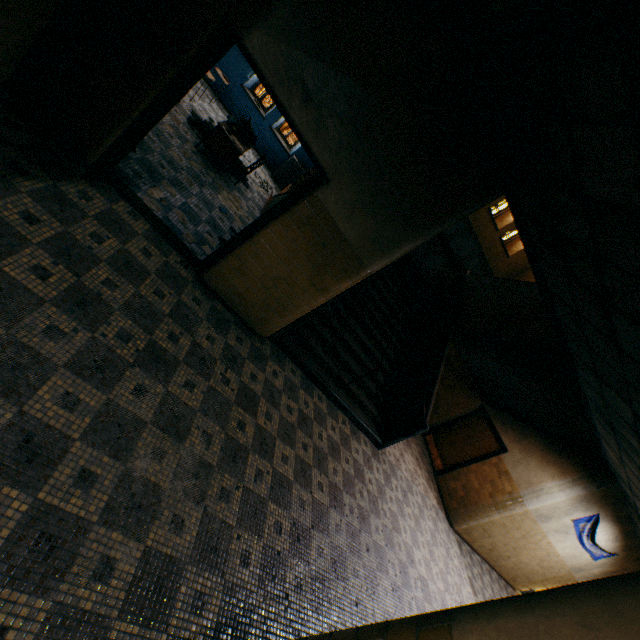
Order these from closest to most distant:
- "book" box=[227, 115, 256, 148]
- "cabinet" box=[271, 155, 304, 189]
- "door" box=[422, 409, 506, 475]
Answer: "book" box=[227, 115, 256, 148], "door" box=[422, 409, 506, 475], "cabinet" box=[271, 155, 304, 189]

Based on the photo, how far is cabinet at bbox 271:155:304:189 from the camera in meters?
10.7

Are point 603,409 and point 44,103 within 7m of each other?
no

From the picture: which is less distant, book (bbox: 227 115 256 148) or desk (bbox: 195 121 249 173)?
desk (bbox: 195 121 249 173)

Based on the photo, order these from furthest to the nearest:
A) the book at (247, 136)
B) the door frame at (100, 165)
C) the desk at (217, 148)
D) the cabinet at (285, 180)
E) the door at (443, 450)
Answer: the cabinet at (285, 180), the door at (443, 450), the book at (247, 136), the desk at (217, 148), the door frame at (100, 165)

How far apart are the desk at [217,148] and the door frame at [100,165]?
3.1m

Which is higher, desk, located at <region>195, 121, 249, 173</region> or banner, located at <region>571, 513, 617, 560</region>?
banner, located at <region>571, 513, 617, 560</region>

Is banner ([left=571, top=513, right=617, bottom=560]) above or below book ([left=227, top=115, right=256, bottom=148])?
above
